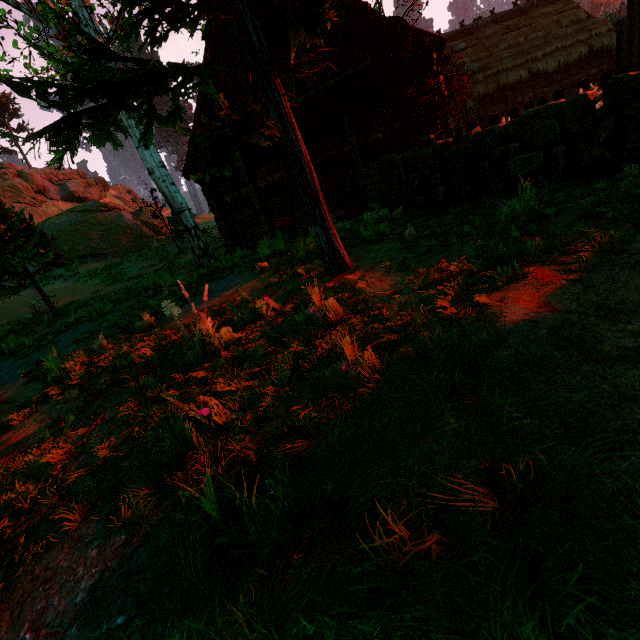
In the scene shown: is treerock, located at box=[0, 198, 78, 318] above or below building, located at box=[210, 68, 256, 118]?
below

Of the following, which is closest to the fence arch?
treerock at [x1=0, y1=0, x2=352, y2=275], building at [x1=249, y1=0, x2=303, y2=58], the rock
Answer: treerock at [x1=0, y1=0, x2=352, y2=275]

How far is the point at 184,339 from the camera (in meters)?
4.53

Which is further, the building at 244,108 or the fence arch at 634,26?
the building at 244,108

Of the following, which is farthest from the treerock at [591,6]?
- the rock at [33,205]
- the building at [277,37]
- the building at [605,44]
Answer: the rock at [33,205]

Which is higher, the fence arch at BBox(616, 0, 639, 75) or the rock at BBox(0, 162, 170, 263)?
the rock at BBox(0, 162, 170, 263)

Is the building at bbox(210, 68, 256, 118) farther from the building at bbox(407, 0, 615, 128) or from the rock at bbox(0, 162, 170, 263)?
the rock at bbox(0, 162, 170, 263)

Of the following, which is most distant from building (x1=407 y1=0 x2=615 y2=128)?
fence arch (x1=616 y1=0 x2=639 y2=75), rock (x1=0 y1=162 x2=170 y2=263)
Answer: rock (x1=0 y1=162 x2=170 y2=263)
